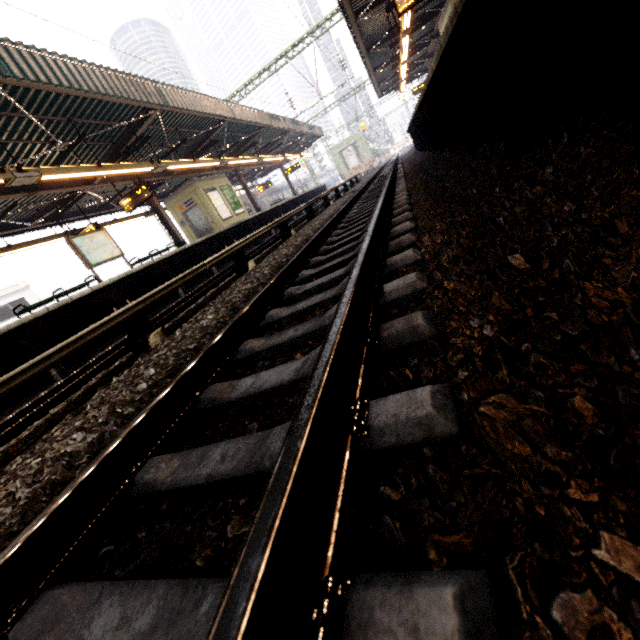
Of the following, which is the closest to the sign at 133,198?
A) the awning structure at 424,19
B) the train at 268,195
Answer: the awning structure at 424,19

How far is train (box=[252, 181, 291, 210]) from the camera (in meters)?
32.88

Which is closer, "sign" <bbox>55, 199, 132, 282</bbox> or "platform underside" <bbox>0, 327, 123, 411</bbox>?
"platform underside" <bbox>0, 327, 123, 411</bbox>

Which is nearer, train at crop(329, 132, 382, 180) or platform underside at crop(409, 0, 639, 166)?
platform underside at crop(409, 0, 639, 166)

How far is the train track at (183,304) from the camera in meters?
5.7 m

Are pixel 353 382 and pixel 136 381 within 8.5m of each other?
yes

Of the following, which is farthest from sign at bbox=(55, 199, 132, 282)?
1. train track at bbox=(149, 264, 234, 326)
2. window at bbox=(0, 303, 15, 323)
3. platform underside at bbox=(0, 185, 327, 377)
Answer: window at bbox=(0, 303, 15, 323)

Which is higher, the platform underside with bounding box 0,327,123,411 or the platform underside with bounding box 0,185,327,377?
the platform underside with bounding box 0,185,327,377
